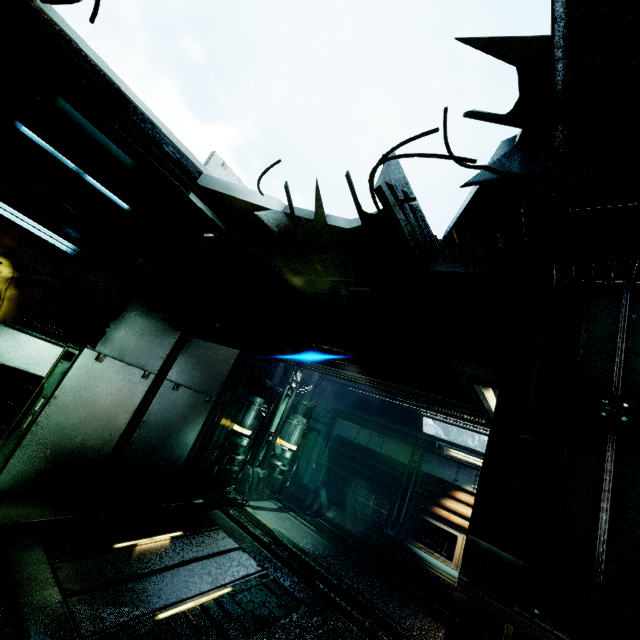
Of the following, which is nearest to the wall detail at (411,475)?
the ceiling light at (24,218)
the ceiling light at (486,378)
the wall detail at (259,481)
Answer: the wall detail at (259,481)

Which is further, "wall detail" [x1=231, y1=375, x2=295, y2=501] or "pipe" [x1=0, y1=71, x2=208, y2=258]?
"wall detail" [x1=231, y1=375, x2=295, y2=501]

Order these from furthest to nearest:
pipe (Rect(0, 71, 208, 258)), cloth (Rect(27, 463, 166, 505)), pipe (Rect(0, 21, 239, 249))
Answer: cloth (Rect(27, 463, 166, 505)) < pipe (Rect(0, 71, 208, 258)) < pipe (Rect(0, 21, 239, 249))

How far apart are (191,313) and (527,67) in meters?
5.5

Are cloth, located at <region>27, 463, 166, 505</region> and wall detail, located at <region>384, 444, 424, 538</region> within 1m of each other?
no

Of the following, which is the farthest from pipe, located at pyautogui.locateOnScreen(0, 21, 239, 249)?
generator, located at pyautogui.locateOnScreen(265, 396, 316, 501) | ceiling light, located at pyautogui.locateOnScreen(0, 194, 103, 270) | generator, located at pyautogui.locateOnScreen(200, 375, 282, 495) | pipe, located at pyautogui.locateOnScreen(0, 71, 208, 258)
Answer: generator, located at pyautogui.locateOnScreen(265, 396, 316, 501)

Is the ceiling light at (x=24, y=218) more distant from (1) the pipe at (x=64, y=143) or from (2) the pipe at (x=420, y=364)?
(1) the pipe at (x=64, y=143)

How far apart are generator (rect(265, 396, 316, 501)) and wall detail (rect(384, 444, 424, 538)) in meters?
3.2 m
